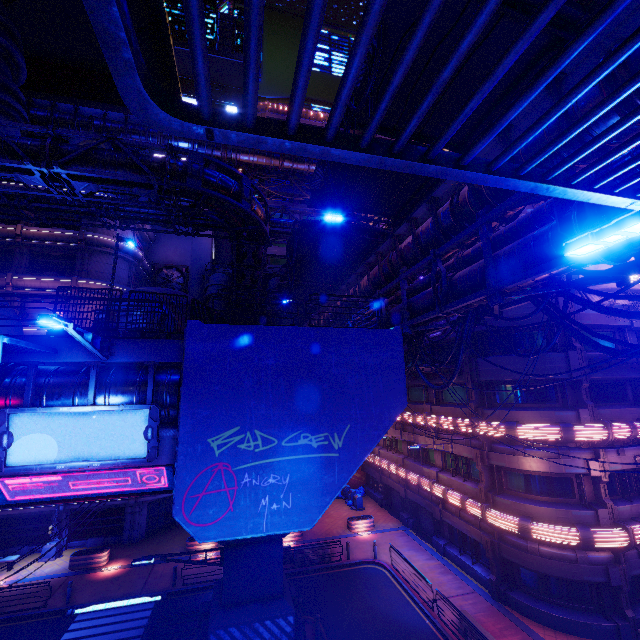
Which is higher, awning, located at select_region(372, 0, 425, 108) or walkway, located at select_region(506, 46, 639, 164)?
awning, located at select_region(372, 0, 425, 108)

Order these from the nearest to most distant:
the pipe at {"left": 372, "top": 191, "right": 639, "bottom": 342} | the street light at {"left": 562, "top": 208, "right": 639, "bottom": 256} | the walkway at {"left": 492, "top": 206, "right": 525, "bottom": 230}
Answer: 1. the street light at {"left": 562, "top": 208, "right": 639, "bottom": 256}
2. the pipe at {"left": 372, "top": 191, "right": 639, "bottom": 342}
3. the walkway at {"left": 492, "top": 206, "right": 525, "bottom": 230}

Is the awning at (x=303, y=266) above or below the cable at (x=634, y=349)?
above

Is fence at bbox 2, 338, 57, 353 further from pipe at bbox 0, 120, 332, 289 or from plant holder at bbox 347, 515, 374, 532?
plant holder at bbox 347, 515, 374, 532

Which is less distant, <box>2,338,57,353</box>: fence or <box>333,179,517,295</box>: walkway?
<box>2,338,57,353</box>: fence

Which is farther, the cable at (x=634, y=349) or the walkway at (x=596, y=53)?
the cable at (x=634, y=349)

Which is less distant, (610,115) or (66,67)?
(610,115)

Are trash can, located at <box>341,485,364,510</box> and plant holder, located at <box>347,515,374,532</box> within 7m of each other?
yes
